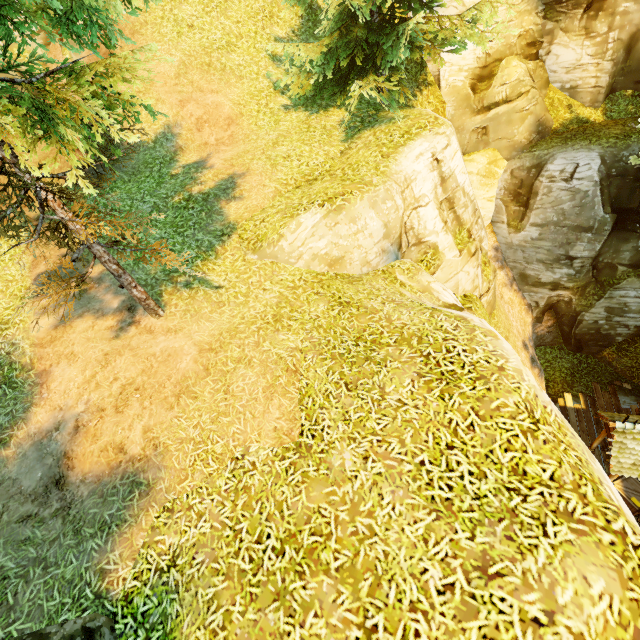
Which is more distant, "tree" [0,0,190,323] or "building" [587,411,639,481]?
"building" [587,411,639,481]

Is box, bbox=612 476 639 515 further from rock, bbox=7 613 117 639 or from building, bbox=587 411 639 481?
rock, bbox=7 613 117 639

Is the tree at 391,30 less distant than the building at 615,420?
Yes

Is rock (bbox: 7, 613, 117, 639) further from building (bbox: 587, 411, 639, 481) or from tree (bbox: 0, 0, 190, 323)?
building (bbox: 587, 411, 639, 481)

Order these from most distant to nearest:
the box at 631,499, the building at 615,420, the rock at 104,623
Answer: the box at 631,499
the building at 615,420
the rock at 104,623

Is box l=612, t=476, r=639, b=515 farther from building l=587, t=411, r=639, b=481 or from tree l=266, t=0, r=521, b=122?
tree l=266, t=0, r=521, b=122

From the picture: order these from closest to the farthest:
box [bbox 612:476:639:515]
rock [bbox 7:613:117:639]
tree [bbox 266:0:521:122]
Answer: rock [bbox 7:613:117:639] → tree [bbox 266:0:521:122] → box [bbox 612:476:639:515]

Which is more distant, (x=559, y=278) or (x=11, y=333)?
(x=559, y=278)
